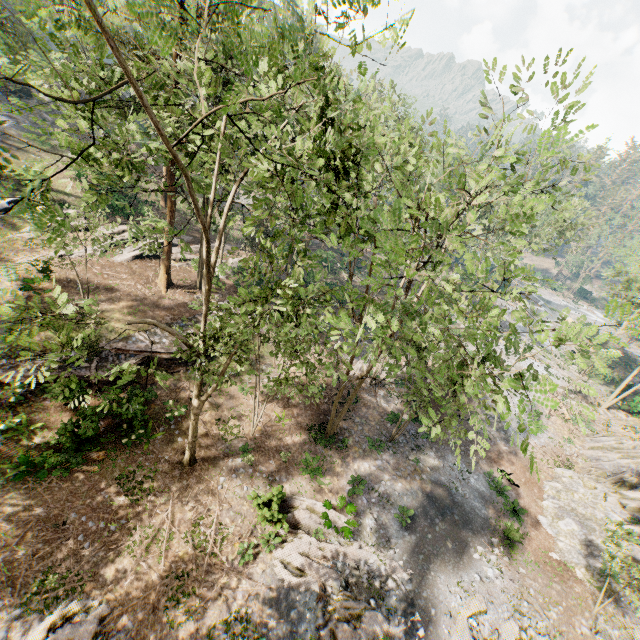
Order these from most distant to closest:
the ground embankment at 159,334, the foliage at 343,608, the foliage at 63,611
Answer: the ground embankment at 159,334 < the foliage at 343,608 < the foliage at 63,611

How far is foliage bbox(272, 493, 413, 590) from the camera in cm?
1454

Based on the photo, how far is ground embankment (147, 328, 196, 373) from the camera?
21.0 meters

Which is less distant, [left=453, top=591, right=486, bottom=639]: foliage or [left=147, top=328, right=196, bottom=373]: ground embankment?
[left=453, top=591, right=486, bottom=639]: foliage

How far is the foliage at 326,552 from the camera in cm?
1454

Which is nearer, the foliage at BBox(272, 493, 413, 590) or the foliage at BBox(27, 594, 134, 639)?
the foliage at BBox(27, 594, 134, 639)

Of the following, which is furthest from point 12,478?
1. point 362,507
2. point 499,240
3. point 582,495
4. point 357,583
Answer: point 499,240
